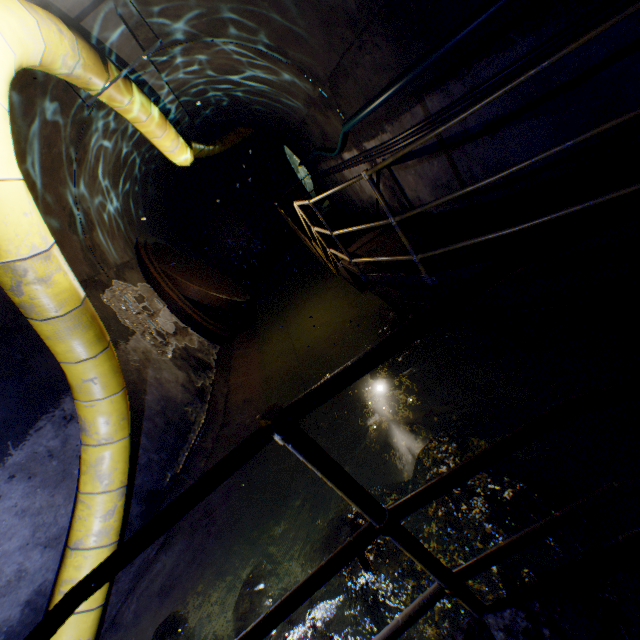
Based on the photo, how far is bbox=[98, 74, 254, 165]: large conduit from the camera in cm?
363

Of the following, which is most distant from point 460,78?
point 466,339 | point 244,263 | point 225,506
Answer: point 244,263

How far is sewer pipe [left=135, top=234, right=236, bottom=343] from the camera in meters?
6.3 m

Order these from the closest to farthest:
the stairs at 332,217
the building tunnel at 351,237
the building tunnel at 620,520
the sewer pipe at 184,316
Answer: the building tunnel at 620,520, the sewer pipe at 184,316, the building tunnel at 351,237, the stairs at 332,217

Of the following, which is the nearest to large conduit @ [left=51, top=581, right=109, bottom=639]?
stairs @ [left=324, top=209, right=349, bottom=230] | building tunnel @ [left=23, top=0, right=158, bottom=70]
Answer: building tunnel @ [left=23, top=0, right=158, bottom=70]

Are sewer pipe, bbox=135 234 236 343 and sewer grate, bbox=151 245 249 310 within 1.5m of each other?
yes

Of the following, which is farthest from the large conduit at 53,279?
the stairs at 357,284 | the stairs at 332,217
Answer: the stairs at 332,217

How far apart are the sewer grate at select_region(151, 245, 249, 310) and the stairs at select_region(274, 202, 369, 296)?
2.1 meters
